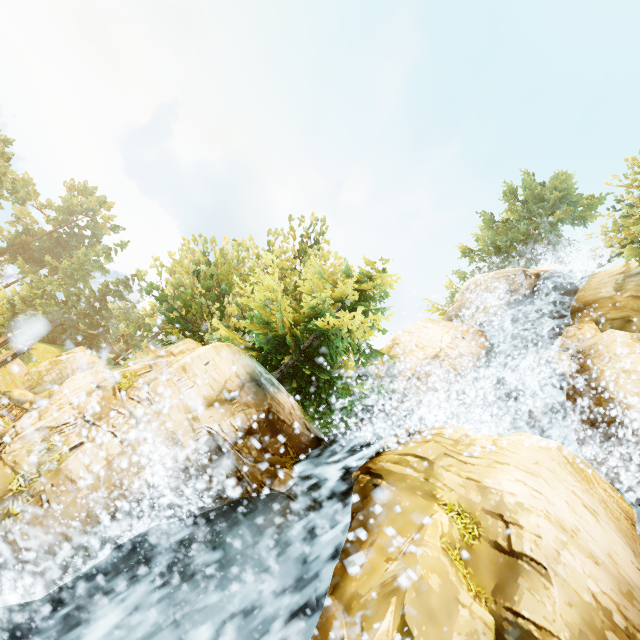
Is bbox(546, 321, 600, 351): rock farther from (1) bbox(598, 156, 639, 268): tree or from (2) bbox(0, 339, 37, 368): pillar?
(2) bbox(0, 339, 37, 368): pillar

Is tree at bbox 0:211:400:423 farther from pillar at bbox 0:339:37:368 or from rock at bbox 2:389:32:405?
pillar at bbox 0:339:37:368

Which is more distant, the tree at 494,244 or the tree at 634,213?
the tree at 494,244

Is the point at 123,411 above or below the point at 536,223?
below

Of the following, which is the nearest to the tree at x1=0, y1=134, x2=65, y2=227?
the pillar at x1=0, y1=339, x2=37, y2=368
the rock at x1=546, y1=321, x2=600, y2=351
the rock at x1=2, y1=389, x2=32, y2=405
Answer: the rock at x1=2, y1=389, x2=32, y2=405

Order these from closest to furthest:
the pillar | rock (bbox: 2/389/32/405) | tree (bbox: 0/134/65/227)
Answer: the pillar → rock (bbox: 2/389/32/405) → tree (bbox: 0/134/65/227)

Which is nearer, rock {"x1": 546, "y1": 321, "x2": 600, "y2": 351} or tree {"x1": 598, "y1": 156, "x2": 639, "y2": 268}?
rock {"x1": 546, "y1": 321, "x2": 600, "y2": 351}
